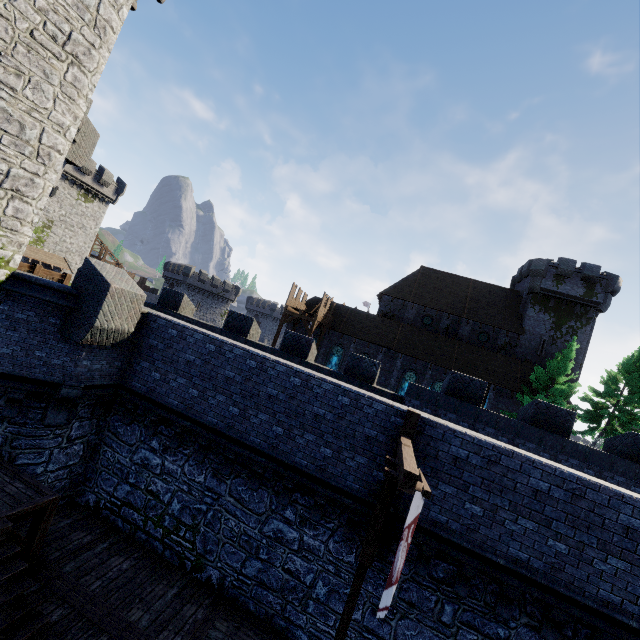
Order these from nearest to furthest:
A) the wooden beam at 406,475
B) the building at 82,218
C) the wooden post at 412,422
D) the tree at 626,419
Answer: the wooden beam at 406,475 < the wooden post at 412,422 < the tree at 626,419 < the building at 82,218

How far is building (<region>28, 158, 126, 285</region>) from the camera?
36.9m

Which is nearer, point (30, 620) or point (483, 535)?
point (30, 620)

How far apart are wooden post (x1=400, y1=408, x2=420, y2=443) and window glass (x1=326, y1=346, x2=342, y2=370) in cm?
2602

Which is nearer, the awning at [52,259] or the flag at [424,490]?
the flag at [424,490]

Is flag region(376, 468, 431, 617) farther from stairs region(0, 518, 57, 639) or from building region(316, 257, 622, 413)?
building region(316, 257, 622, 413)

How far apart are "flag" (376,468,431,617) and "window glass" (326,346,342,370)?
27.9 meters

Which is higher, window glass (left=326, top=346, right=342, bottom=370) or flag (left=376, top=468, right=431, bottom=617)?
window glass (left=326, top=346, right=342, bottom=370)
